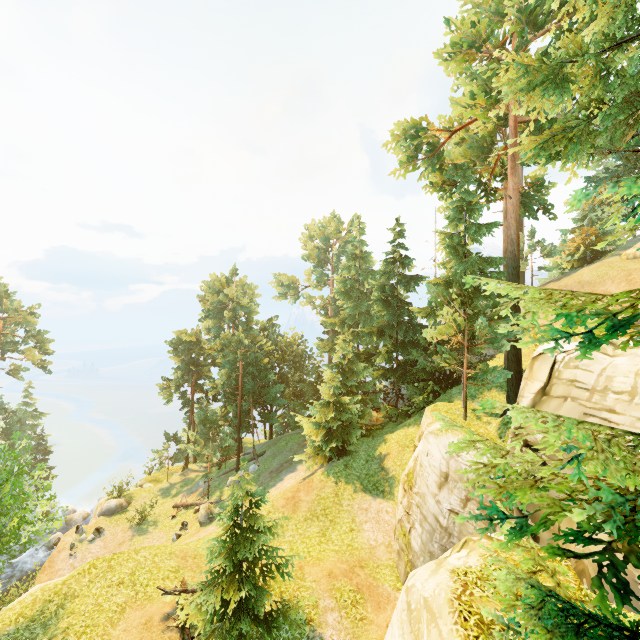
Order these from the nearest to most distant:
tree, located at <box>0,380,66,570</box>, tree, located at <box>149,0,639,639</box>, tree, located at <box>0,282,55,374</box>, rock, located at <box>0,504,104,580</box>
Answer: tree, located at <box>149,0,639,639</box>, tree, located at <box>0,380,66,570</box>, rock, located at <box>0,504,104,580</box>, tree, located at <box>0,282,55,374</box>

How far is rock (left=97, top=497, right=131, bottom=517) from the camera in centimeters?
2895cm

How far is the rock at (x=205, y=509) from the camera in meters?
24.2

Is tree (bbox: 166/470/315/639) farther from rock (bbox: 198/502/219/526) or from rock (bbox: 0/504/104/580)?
rock (bbox: 0/504/104/580)

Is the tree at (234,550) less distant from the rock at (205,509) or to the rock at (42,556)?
the rock at (205,509)

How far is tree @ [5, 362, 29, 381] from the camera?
37.1m

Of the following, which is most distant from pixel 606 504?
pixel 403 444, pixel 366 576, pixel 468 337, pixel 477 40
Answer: pixel 477 40
